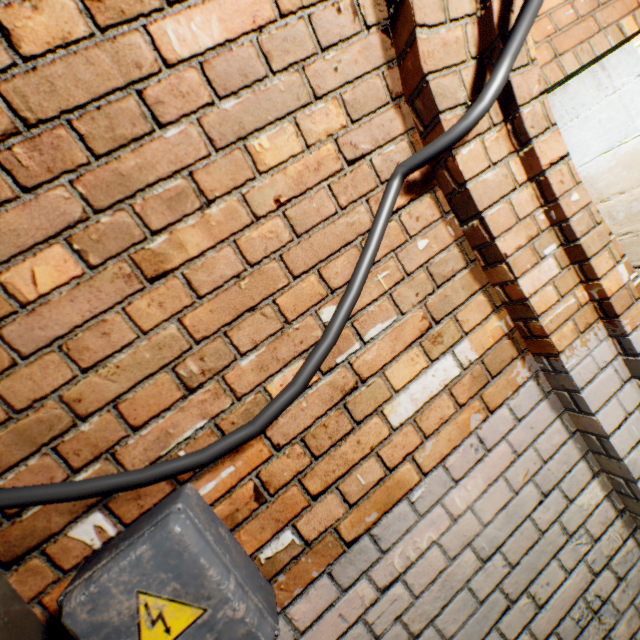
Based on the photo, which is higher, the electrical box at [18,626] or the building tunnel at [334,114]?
the building tunnel at [334,114]

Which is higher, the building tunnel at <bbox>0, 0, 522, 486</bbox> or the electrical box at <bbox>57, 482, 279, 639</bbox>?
the building tunnel at <bbox>0, 0, 522, 486</bbox>

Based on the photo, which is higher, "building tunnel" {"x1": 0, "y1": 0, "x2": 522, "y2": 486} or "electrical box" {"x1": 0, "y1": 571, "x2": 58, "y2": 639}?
"building tunnel" {"x1": 0, "y1": 0, "x2": 522, "y2": 486}

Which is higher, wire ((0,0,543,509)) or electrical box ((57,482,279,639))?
wire ((0,0,543,509))

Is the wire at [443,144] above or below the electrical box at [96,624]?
above

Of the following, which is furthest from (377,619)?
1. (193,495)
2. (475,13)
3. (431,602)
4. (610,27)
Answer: (610,27)
